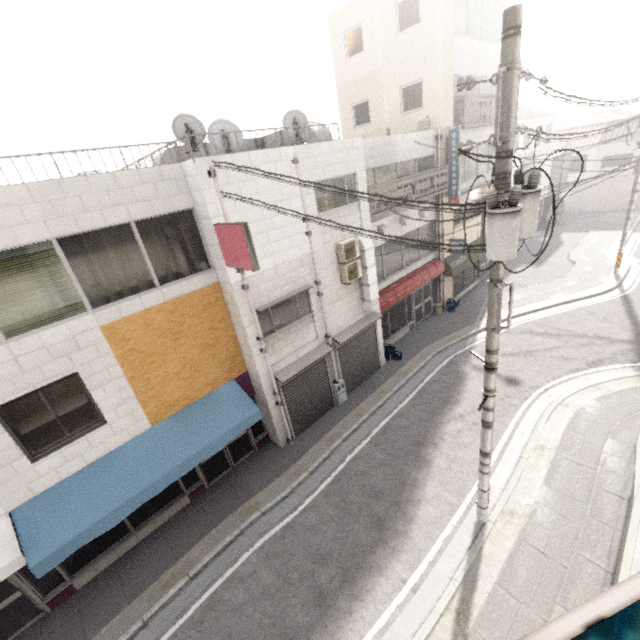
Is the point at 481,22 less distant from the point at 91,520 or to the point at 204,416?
the point at 204,416

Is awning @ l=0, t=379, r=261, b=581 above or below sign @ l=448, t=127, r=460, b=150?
below

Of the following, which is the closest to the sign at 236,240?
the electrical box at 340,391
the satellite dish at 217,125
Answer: the satellite dish at 217,125

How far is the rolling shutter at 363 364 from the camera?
12.2 meters

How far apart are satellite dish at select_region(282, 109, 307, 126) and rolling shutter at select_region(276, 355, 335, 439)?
6.77m

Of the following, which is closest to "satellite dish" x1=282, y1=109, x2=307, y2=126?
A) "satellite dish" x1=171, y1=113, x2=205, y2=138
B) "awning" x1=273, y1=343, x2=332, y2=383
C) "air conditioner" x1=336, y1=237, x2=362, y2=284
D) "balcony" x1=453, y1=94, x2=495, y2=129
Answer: "satellite dish" x1=171, y1=113, x2=205, y2=138

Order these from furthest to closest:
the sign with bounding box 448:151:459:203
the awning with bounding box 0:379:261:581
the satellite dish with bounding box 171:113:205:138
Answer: the sign with bounding box 448:151:459:203 < the satellite dish with bounding box 171:113:205:138 < the awning with bounding box 0:379:261:581

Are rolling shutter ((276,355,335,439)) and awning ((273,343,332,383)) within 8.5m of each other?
yes
